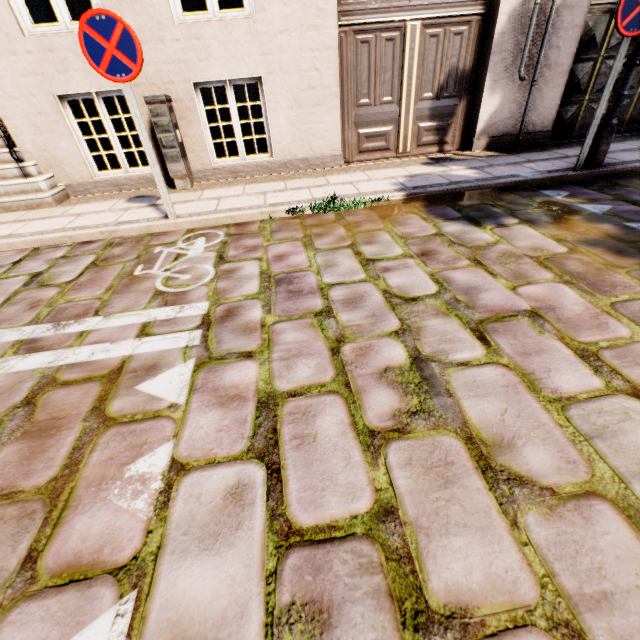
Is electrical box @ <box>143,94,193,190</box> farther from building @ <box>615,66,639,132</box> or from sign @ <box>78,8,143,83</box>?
building @ <box>615,66,639,132</box>

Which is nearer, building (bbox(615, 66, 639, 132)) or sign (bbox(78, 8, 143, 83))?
sign (bbox(78, 8, 143, 83))

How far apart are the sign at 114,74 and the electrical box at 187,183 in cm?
Answer: 162

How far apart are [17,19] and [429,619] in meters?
7.4

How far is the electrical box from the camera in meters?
4.6 m

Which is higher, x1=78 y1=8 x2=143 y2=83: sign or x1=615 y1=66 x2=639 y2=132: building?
x1=78 y1=8 x2=143 y2=83: sign

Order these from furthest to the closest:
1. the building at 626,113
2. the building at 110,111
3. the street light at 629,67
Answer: the building at 626,113
the building at 110,111
the street light at 629,67

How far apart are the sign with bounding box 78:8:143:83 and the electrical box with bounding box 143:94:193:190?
1.6m
